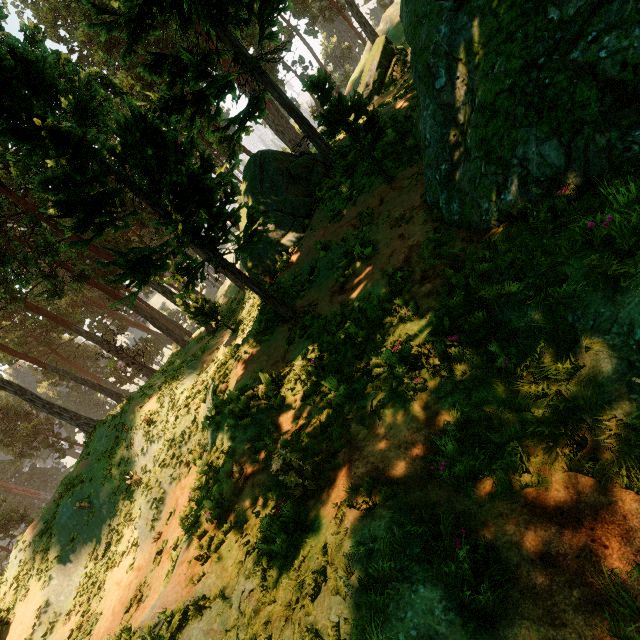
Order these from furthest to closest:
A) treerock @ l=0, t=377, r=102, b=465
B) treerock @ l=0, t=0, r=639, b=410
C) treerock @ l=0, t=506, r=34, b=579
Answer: treerock @ l=0, t=506, r=34, b=579
treerock @ l=0, t=377, r=102, b=465
treerock @ l=0, t=0, r=639, b=410

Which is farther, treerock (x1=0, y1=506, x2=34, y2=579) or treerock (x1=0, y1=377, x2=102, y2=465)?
treerock (x1=0, y1=506, x2=34, y2=579)

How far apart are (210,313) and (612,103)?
17.5 meters

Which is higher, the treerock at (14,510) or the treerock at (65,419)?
the treerock at (65,419)

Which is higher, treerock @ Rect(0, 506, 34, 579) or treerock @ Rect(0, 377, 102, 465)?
treerock @ Rect(0, 377, 102, 465)
